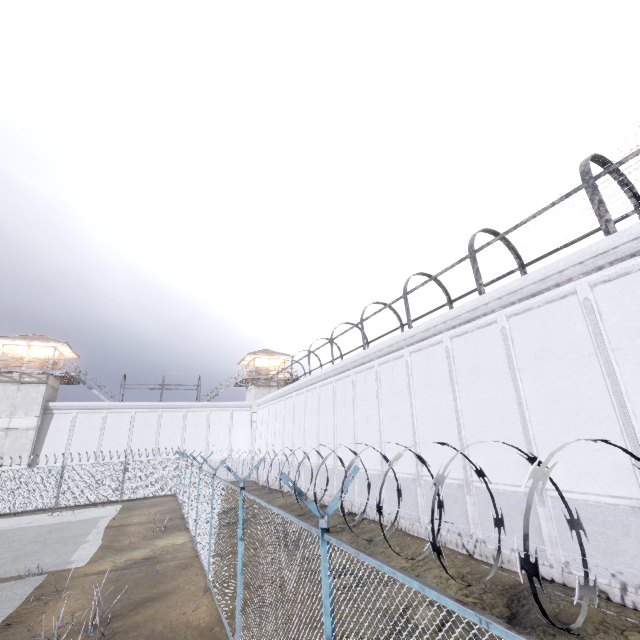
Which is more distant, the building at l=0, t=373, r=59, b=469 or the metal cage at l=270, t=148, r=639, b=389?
the building at l=0, t=373, r=59, b=469

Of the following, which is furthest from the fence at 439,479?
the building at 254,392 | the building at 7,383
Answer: the building at 254,392

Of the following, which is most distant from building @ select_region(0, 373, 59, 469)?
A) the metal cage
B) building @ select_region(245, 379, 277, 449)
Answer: the metal cage

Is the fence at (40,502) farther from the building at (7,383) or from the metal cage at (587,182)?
the metal cage at (587,182)

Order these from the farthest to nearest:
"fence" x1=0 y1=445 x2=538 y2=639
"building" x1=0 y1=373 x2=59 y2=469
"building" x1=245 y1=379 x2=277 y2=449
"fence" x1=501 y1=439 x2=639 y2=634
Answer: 1. "building" x1=245 y1=379 x2=277 y2=449
2. "building" x1=0 y1=373 x2=59 y2=469
3. "fence" x1=0 y1=445 x2=538 y2=639
4. "fence" x1=501 y1=439 x2=639 y2=634

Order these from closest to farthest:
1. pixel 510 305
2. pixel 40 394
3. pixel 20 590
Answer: pixel 20 590 → pixel 510 305 → pixel 40 394

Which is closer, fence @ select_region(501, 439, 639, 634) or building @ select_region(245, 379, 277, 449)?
fence @ select_region(501, 439, 639, 634)

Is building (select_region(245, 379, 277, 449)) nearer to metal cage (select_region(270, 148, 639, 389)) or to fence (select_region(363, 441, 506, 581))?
fence (select_region(363, 441, 506, 581))
